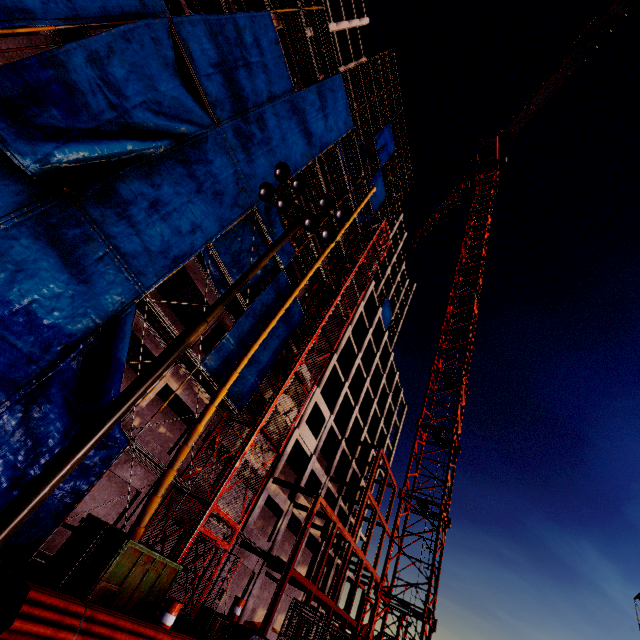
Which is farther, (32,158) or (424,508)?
(424,508)

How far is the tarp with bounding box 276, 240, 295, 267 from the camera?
19.50m

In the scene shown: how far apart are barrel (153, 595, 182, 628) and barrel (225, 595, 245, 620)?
5.52m

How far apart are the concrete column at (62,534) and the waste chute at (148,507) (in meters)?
2.19

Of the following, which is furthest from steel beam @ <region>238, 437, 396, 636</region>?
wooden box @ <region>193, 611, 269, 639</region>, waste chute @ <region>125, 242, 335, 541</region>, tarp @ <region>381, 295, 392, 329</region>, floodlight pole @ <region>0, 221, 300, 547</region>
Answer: tarp @ <region>381, 295, 392, 329</region>

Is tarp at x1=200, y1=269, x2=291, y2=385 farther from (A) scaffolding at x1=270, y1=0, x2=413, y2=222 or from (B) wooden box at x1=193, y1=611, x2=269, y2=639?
(B) wooden box at x1=193, y1=611, x2=269, y2=639

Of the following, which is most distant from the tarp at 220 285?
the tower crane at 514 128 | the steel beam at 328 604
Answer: the tower crane at 514 128

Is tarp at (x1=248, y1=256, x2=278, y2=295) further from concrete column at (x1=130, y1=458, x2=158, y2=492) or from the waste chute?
concrete column at (x1=130, y1=458, x2=158, y2=492)
